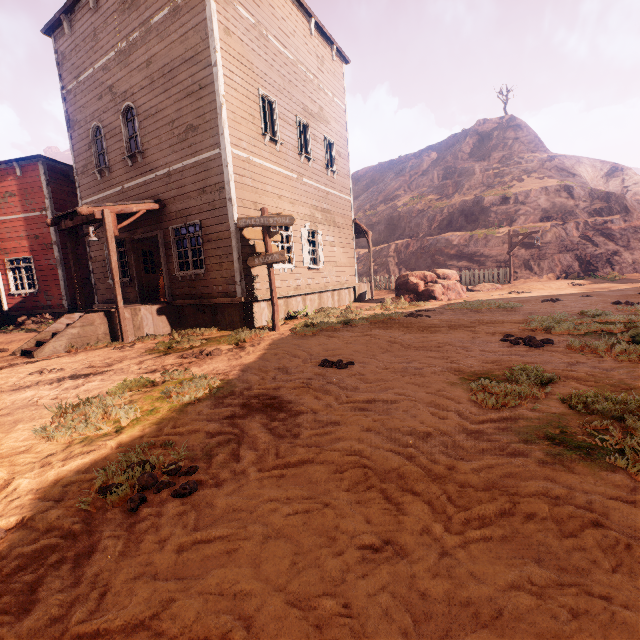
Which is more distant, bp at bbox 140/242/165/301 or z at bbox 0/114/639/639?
bp at bbox 140/242/165/301

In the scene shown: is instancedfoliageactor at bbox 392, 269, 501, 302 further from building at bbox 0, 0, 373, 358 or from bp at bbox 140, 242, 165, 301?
bp at bbox 140, 242, 165, 301

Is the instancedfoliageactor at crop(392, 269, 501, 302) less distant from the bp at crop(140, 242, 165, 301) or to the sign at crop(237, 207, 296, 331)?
the sign at crop(237, 207, 296, 331)

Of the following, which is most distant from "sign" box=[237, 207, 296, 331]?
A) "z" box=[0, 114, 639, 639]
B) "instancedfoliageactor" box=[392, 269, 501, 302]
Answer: "instancedfoliageactor" box=[392, 269, 501, 302]

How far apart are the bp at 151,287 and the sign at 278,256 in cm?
512

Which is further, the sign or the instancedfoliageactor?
the instancedfoliageactor

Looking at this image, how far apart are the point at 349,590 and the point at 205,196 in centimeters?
966cm

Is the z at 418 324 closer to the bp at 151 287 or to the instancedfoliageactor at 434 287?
the instancedfoliageactor at 434 287
